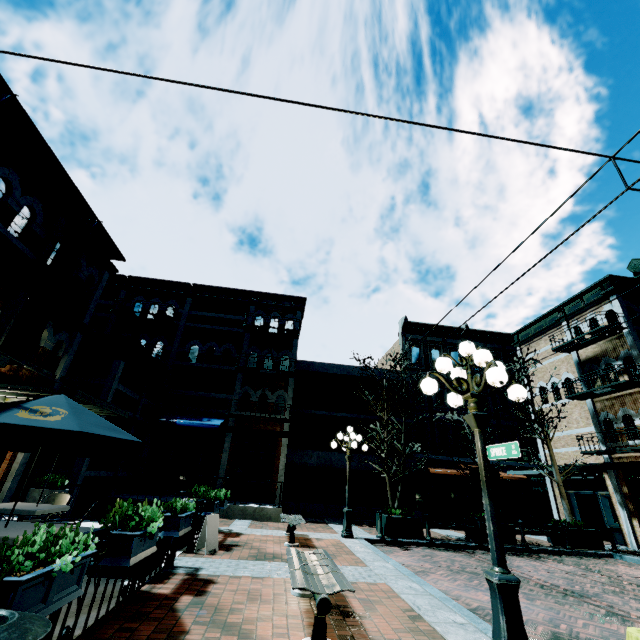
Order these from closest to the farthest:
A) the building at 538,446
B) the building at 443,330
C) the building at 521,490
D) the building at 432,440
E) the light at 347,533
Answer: the light at 347,533
the building at 521,490
the building at 538,446
the building at 432,440
the building at 443,330

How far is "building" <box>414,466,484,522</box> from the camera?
20.0 meters

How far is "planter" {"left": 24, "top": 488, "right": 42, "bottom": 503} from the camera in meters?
9.8

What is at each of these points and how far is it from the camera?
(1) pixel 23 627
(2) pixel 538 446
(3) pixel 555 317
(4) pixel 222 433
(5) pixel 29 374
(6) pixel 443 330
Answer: (1) garbage, 1.6m
(2) building, 19.4m
(3) building, 19.4m
(4) building, 17.2m
(5) building, 10.1m
(6) building, 25.5m

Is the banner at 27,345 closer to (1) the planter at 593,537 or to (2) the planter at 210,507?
(2) the planter at 210,507

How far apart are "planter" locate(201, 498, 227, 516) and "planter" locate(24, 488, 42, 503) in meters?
5.5 m

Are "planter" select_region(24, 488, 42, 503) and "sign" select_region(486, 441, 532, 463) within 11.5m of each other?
no
